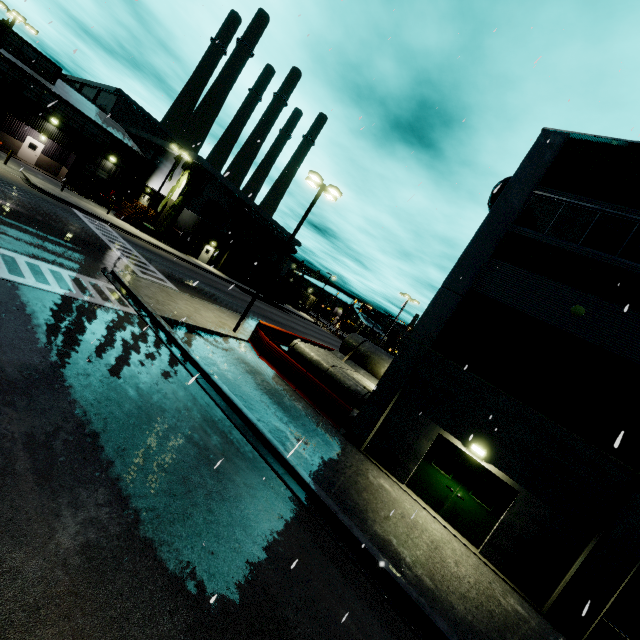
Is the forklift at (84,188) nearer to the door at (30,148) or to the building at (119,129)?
the building at (119,129)

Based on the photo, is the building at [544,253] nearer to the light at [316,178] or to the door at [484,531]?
the door at [484,531]

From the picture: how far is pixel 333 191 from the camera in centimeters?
1761cm

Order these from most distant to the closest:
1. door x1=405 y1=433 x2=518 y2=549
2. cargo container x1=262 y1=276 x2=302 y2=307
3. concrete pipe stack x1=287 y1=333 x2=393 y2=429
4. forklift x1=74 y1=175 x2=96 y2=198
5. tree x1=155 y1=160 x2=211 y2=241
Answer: cargo container x1=262 y1=276 x2=302 y2=307, tree x1=155 y1=160 x2=211 y2=241, forklift x1=74 y1=175 x2=96 y2=198, concrete pipe stack x1=287 y1=333 x2=393 y2=429, door x1=405 y1=433 x2=518 y2=549

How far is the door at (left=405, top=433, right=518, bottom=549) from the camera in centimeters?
1101cm

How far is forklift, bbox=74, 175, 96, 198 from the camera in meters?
35.4 m

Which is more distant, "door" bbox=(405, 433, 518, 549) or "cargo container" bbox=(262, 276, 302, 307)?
"cargo container" bbox=(262, 276, 302, 307)

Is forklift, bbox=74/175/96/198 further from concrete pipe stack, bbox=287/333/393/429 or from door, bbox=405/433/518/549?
door, bbox=405/433/518/549
